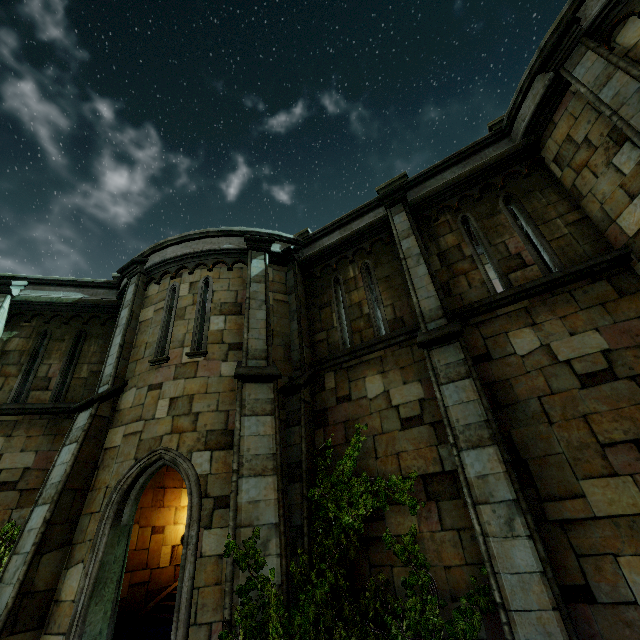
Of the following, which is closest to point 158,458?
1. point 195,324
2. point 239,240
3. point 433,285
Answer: point 195,324
